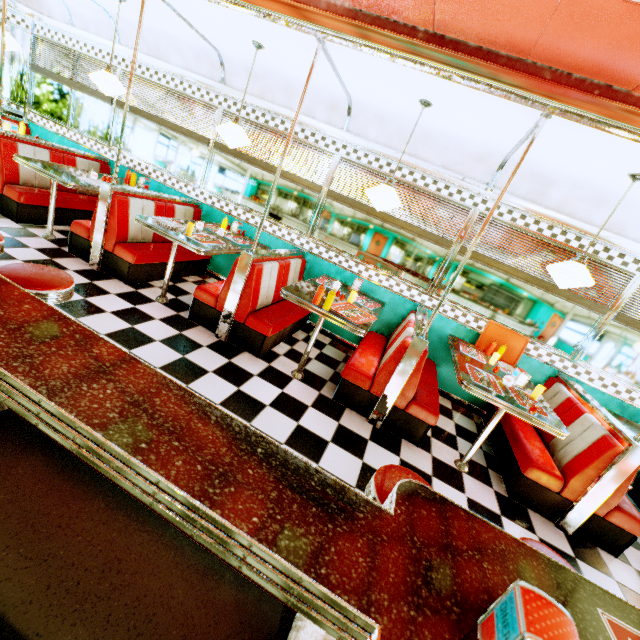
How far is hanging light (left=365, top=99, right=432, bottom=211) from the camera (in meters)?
3.21

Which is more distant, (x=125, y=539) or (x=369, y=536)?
(x=125, y=539)

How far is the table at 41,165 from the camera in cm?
396

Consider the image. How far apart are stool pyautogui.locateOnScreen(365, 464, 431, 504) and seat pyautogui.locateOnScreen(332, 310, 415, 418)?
1.6 meters

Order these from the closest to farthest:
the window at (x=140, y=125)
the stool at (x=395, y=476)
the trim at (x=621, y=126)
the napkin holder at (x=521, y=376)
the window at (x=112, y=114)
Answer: the stool at (x=395, y=476) → the trim at (x=621, y=126) → the napkin holder at (x=521, y=376) → the window at (x=140, y=125) → the window at (x=112, y=114)

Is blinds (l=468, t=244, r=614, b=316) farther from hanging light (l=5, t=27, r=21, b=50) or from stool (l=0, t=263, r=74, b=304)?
hanging light (l=5, t=27, r=21, b=50)

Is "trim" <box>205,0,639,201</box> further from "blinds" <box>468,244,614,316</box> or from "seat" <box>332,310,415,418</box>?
"seat" <box>332,310,415,418</box>

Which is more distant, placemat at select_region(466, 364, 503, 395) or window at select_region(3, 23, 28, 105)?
window at select_region(3, 23, 28, 105)
